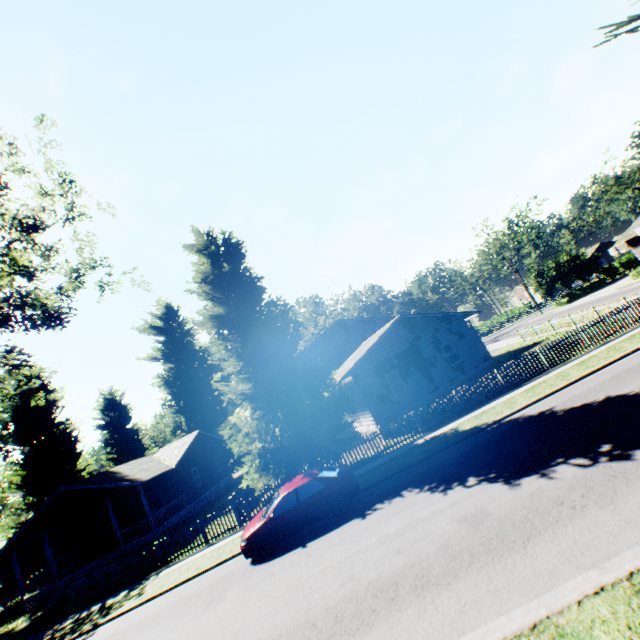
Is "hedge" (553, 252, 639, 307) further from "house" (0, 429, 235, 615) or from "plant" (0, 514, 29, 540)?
"house" (0, 429, 235, 615)

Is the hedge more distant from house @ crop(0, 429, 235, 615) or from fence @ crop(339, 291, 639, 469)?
house @ crop(0, 429, 235, 615)

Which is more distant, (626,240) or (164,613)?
(626,240)

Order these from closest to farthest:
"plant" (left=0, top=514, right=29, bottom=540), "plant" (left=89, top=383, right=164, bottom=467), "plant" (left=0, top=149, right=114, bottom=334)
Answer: "plant" (left=0, top=149, right=114, bottom=334), "plant" (left=0, top=514, right=29, bottom=540), "plant" (left=89, top=383, right=164, bottom=467)

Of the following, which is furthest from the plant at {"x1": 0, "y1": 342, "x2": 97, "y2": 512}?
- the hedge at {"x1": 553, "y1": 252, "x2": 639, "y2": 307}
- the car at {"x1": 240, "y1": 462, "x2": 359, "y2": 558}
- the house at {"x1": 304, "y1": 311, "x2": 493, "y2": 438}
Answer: the hedge at {"x1": 553, "y1": 252, "x2": 639, "y2": 307}

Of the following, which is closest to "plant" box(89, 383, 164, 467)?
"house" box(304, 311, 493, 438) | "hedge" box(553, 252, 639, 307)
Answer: "house" box(304, 311, 493, 438)

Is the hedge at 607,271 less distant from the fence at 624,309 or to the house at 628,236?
the house at 628,236

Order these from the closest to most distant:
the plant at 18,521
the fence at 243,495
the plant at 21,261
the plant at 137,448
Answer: the plant at 21,261, the fence at 243,495, the plant at 18,521, the plant at 137,448
